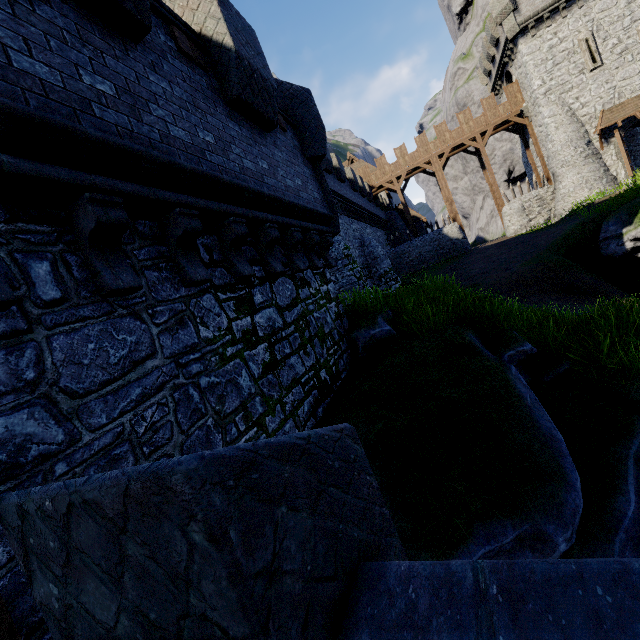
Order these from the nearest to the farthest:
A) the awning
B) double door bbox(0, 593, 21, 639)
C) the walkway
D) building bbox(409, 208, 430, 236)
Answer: double door bbox(0, 593, 21, 639) → the awning → the walkway → building bbox(409, 208, 430, 236)

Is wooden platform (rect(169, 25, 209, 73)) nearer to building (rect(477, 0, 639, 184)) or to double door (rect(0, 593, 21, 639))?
double door (rect(0, 593, 21, 639))

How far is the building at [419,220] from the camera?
41.4 meters

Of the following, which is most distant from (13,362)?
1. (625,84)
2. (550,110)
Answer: (625,84)

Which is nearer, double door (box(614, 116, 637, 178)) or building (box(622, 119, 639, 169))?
double door (box(614, 116, 637, 178))

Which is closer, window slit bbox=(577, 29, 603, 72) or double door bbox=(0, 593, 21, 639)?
double door bbox=(0, 593, 21, 639)

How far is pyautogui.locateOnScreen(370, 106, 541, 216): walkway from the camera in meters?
28.0 m

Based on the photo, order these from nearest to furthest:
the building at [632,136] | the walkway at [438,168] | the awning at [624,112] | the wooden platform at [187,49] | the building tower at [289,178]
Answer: the building tower at [289,178] < the wooden platform at [187,49] < the awning at [624,112] < the building at [632,136] < the walkway at [438,168]
